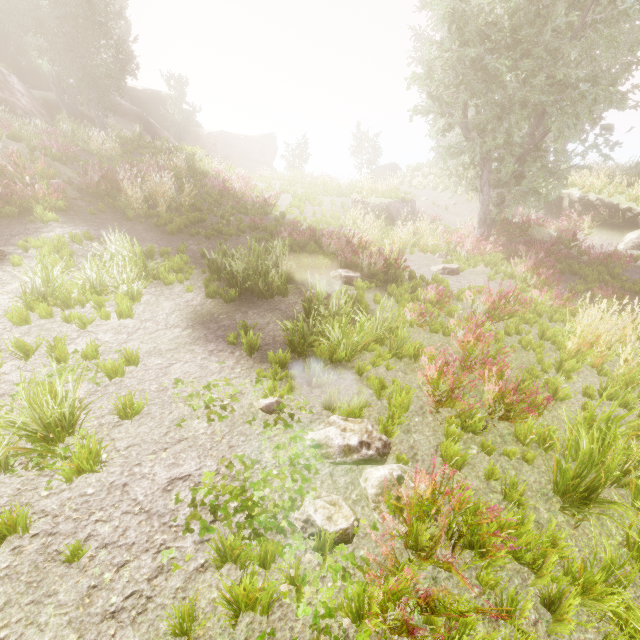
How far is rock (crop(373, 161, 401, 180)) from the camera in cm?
3444

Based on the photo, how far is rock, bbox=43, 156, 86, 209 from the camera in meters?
9.6

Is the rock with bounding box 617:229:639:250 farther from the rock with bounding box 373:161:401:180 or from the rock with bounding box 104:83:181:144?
the rock with bounding box 373:161:401:180

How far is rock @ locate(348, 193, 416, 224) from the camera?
16.7 meters

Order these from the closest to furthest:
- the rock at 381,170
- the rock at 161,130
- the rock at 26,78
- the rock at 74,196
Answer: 1. the rock at 74,196
2. the rock at 26,78
3. the rock at 161,130
4. the rock at 381,170

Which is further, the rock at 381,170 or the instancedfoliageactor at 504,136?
the rock at 381,170

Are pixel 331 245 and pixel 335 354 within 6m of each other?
yes

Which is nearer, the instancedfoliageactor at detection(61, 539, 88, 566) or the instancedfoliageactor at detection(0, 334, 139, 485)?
the instancedfoliageactor at detection(61, 539, 88, 566)
